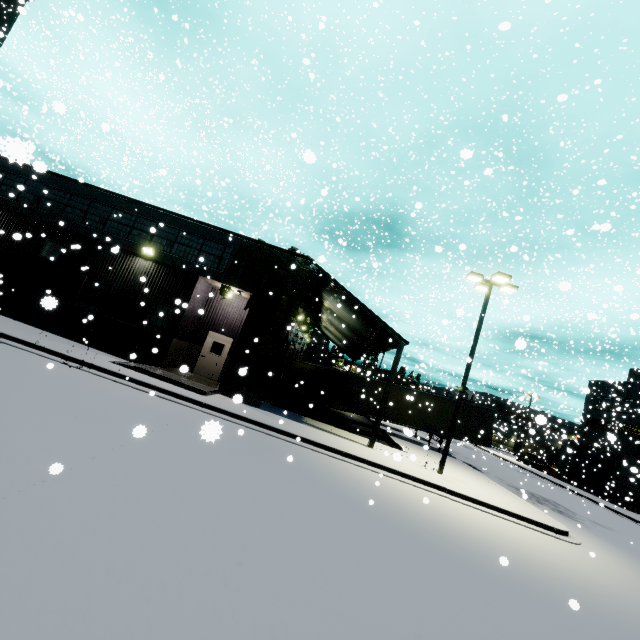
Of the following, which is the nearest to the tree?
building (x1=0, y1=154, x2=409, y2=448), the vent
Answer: building (x1=0, y1=154, x2=409, y2=448)

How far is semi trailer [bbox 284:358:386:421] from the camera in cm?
2336

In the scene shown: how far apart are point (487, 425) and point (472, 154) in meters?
23.9

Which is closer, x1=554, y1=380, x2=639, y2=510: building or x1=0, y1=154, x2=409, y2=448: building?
x1=0, y1=154, x2=409, y2=448: building

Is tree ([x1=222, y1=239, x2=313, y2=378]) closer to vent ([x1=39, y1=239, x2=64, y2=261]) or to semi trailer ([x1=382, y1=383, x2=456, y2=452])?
semi trailer ([x1=382, y1=383, x2=456, y2=452])

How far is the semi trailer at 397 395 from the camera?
23.2m

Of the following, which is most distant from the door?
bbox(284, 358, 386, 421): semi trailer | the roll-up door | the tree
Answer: the roll-up door

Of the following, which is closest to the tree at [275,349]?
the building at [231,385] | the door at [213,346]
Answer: the building at [231,385]
